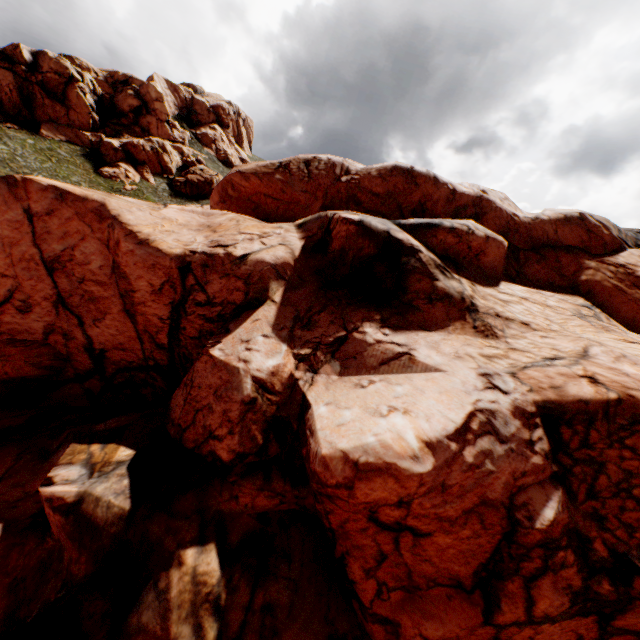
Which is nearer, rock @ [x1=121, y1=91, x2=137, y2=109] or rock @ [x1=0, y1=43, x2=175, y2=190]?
rock @ [x1=0, y1=43, x2=175, y2=190]

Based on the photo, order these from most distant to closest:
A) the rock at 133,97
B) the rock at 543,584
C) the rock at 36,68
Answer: the rock at 133,97 → the rock at 36,68 → the rock at 543,584

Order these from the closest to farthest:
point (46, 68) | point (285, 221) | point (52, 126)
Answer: point (285, 221) < point (46, 68) < point (52, 126)

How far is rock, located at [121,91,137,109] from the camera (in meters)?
59.66

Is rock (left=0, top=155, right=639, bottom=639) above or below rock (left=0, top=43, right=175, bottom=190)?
below

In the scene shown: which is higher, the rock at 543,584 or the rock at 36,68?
the rock at 36,68
